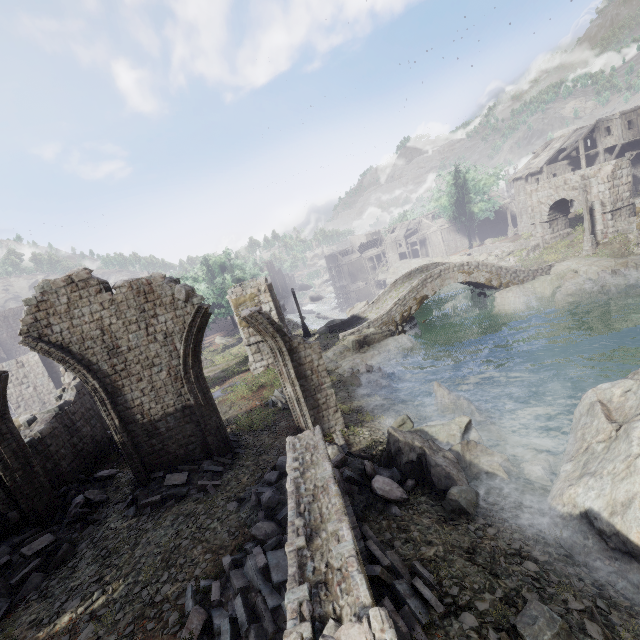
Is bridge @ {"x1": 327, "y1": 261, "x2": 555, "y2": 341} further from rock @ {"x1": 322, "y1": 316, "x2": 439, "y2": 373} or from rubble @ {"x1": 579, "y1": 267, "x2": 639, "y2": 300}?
rubble @ {"x1": 579, "y1": 267, "x2": 639, "y2": 300}

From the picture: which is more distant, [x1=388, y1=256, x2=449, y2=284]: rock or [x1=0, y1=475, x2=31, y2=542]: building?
[x1=388, y1=256, x2=449, y2=284]: rock

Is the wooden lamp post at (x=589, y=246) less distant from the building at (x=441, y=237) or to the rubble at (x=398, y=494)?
the building at (x=441, y=237)

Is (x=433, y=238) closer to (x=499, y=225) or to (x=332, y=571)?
(x=499, y=225)

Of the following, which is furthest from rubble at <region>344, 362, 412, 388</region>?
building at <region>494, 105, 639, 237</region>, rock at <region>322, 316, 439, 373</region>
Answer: building at <region>494, 105, 639, 237</region>

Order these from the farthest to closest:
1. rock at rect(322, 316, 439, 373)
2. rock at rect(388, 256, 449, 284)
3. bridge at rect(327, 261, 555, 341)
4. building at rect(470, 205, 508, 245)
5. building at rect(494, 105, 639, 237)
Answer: building at rect(470, 205, 508, 245)
rock at rect(388, 256, 449, 284)
building at rect(494, 105, 639, 237)
bridge at rect(327, 261, 555, 341)
rock at rect(322, 316, 439, 373)

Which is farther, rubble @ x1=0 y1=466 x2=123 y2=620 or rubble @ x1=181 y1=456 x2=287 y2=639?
rubble @ x1=0 y1=466 x2=123 y2=620

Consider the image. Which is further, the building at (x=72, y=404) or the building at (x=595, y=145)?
the building at (x=595, y=145)
